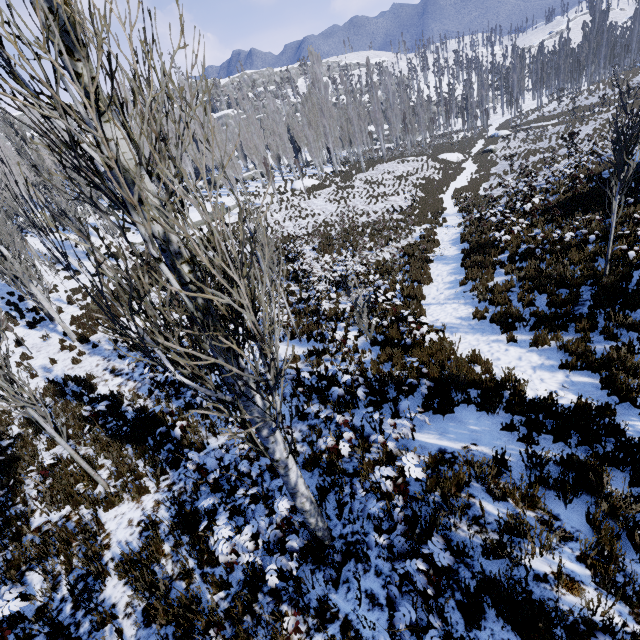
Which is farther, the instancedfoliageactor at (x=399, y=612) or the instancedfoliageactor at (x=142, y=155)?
the instancedfoliageactor at (x=399, y=612)

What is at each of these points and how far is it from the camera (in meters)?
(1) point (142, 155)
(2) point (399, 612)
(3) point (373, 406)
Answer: (1) instancedfoliageactor, 1.61
(2) instancedfoliageactor, 2.59
(3) instancedfoliageactor, 6.23

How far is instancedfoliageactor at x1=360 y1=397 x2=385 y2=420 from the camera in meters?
4.9

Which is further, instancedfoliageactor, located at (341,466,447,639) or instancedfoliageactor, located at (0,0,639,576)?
instancedfoliageactor, located at (341,466,447,639)

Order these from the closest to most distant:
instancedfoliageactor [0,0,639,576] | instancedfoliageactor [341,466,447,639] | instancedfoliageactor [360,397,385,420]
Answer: instancedfoliageactor [0,0,639,576] → instancedfoliageactor [341,466,447,639] → instancedfoliageactor [360,397,385,420]

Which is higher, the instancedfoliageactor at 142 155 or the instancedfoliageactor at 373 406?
the instancedfoliageactor at 373 406

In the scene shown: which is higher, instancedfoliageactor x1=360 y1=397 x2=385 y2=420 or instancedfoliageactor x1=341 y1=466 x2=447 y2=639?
instancedfoliageactor x1=341 y1=466 x2=447 y2=639
